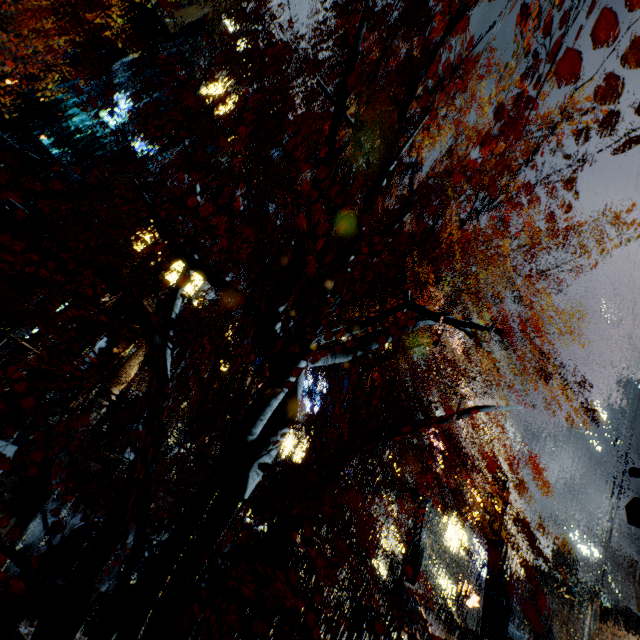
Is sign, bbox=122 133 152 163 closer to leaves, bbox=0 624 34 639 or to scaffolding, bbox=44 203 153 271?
scaffolding, bbox=44 203 153 271

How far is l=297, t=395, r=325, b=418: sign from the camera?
30.1 meters

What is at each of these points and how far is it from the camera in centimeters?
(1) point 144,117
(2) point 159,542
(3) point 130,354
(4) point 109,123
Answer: (1) sm, 2205cm
(2) pipe, 1166cm
(3) building, 1931cm
(4) sign, 1867cm

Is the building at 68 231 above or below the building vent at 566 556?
below

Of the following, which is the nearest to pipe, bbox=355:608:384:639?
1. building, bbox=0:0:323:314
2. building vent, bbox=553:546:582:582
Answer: building, bbox=0:0:323:314

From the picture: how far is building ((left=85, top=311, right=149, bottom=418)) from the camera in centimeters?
1826cm

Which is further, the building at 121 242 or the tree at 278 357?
the building at 121 242

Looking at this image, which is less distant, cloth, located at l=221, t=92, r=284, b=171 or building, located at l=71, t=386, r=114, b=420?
building, located at l=71, t=386, r=114, b=420
